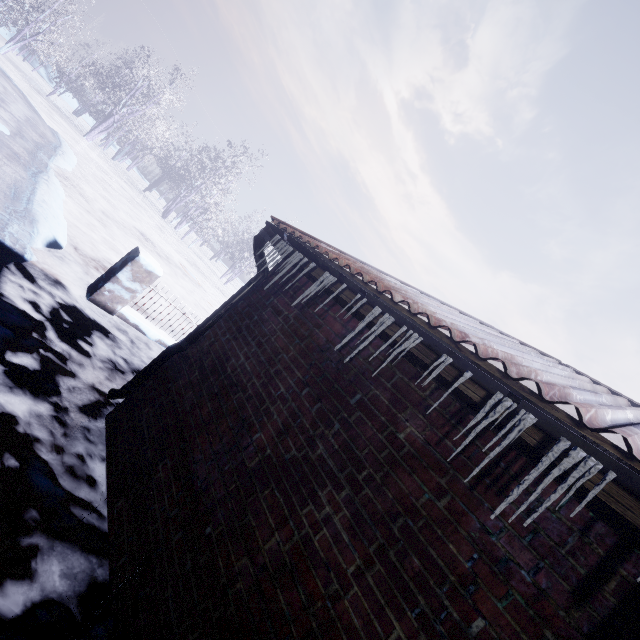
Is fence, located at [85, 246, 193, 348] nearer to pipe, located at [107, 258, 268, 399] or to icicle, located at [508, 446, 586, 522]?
pipe, located at [107, 258, 268, 399]

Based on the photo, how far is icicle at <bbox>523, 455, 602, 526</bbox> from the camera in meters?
0.9 m

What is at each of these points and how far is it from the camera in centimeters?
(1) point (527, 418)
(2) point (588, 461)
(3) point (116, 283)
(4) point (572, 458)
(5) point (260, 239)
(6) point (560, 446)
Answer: (1) icicle, 108cm
(2) icicle, 95cm
(3) fence, 438cm
(4) icicle, 97cm
(5) pipe, 277cm
(6) icicle, 100cm

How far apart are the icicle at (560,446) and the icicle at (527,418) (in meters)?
0.09

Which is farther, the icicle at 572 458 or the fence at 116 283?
the fence at 116 283

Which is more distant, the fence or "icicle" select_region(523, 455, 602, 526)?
the fence

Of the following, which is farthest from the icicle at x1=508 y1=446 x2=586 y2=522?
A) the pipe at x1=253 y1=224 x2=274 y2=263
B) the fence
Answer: the fence

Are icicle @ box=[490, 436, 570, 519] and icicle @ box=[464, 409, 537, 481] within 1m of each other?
yes
